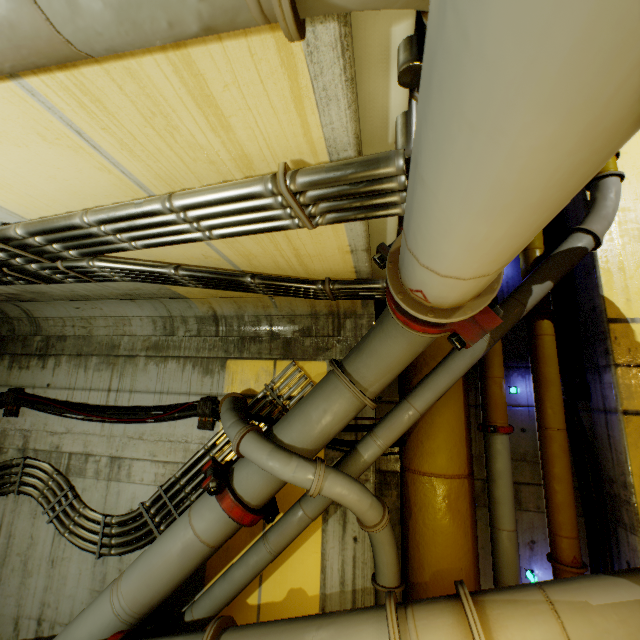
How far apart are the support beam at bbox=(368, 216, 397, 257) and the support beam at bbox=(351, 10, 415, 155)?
0.2m

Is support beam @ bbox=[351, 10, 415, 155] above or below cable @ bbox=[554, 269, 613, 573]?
above

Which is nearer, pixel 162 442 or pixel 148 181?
pixel 148 181

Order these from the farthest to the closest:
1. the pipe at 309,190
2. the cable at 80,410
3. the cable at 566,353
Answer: the cable at 80,410 < the cable at 566,353 < the pipe at 309,190

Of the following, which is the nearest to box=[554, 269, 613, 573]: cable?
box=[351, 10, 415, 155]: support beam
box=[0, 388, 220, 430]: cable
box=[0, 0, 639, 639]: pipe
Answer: box=[0, 0, 639, 639]: pipe

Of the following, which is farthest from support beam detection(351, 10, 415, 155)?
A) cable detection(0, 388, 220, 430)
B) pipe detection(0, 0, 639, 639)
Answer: cable detection(0, 388, 220, 430)

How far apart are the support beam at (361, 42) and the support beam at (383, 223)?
0.2m

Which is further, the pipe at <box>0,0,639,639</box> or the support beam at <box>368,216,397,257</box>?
the support beam at <box>368,216,397,257</box>
